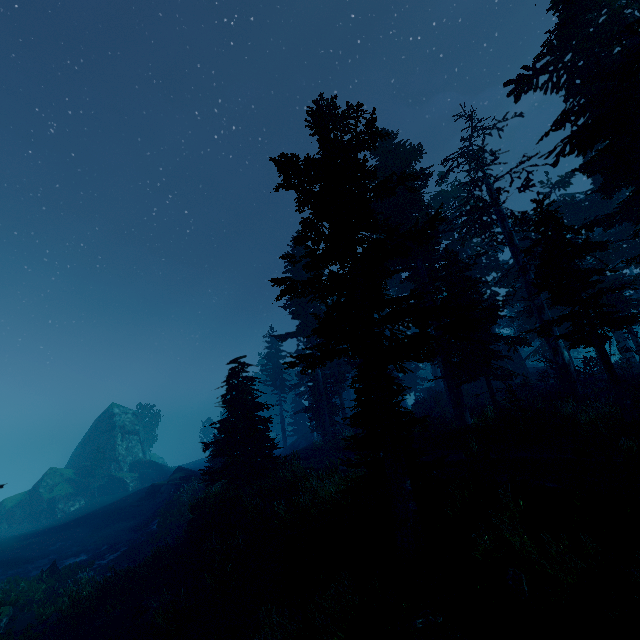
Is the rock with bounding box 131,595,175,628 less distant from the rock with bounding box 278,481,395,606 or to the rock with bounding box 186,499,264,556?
the rock with bounding box 186,499,264,556

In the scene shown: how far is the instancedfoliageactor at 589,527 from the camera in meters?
7.3 m

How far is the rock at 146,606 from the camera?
13.0m

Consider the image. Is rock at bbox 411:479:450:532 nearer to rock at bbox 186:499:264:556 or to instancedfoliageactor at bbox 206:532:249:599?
instancedfoliageactor at bbox 206:532:249:599

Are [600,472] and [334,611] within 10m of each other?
A: yes

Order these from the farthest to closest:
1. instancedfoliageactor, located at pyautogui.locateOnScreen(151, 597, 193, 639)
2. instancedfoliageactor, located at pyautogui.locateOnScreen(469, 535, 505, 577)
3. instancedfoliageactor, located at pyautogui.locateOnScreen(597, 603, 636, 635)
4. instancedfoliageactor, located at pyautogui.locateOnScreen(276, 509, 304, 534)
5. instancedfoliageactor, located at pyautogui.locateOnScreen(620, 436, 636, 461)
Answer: instancedfoliageactor, located at pyautogui.locateOnScreen(276, 509, 304, 534), instancedfoliageactor, located at pyautogui.locateOnScreen(151, 597, 193, 639), instancedfoliageactor, located at pyautogui.locateOnScreen(620, 436, 636, 461), instancedfoliageactor, located at pyautogui.locateOnScreen(469, 535, 505, 577), instancedfoliageactor, located at pyautogui.locateOnScreen(597, 603, 636, 635)

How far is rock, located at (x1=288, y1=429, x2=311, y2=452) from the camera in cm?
4478

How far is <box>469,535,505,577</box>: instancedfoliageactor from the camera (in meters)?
8.18
